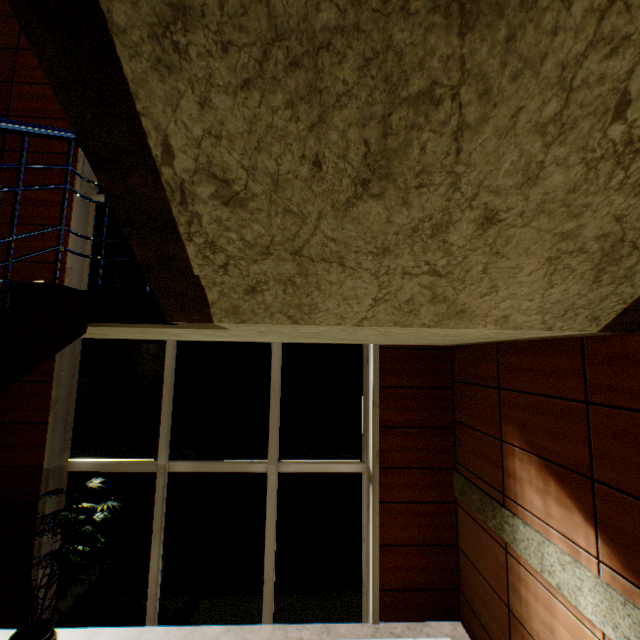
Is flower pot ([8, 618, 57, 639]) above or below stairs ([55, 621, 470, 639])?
above

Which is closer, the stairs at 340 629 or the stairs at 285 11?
the stairs at 285 11

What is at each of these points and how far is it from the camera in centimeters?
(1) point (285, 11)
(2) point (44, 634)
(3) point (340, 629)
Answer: (1) stairs, 82cm
(2) flower pot, 320cm
(3) stairs, 371cm

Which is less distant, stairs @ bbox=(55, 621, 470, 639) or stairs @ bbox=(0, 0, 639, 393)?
stairs @ bbox=(0, 0, 639, 393)

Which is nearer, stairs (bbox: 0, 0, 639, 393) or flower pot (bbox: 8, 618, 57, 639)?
stairs (bbox: 0, 0, 639, 393)

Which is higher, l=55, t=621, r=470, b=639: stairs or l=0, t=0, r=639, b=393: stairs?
l=0, t=0, r=639, b=393: stairs

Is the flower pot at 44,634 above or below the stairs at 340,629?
above
